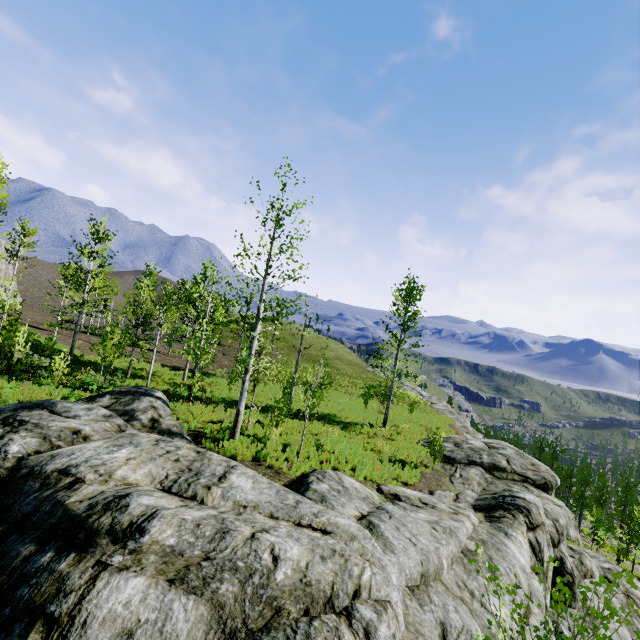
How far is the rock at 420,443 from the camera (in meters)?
19.26

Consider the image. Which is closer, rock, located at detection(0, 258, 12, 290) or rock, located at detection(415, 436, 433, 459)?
rock, located at detection(415, 436, 433, 459)

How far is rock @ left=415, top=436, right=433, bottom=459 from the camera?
19.3m

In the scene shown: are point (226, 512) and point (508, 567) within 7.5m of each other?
no

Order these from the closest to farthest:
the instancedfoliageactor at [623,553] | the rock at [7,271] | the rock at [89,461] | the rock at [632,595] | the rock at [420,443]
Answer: the rock at [89,461]
the rock at [632,595]
the rock at [420,443]
the instancedfoliageactor at [623,553]
the rock at [7,271]

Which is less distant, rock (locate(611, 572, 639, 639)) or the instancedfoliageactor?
rock (locate(611, 572, 639, 639))

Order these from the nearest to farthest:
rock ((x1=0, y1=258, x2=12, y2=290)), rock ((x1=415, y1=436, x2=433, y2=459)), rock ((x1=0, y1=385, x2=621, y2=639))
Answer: rock ((x1=0, y1=385, x2=621, y2=639)) → rock ((x1=415, y1=436, x2=433, y2=459)) → rock ((x1=0, y1=258, x2=12, y2=290))
